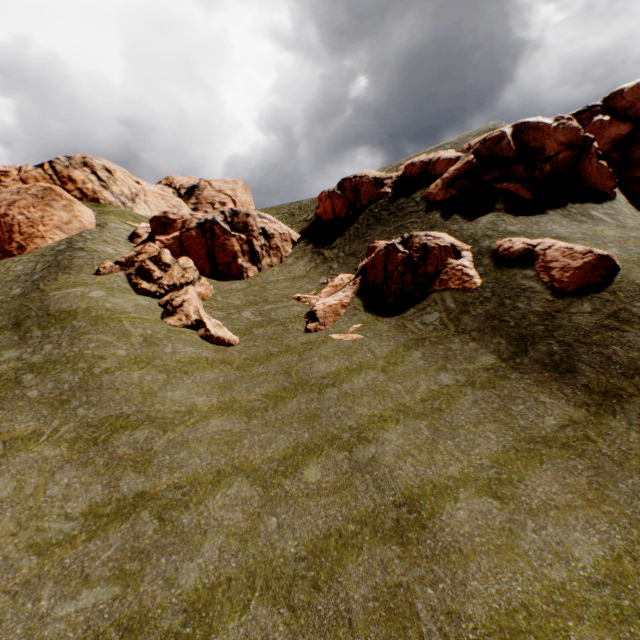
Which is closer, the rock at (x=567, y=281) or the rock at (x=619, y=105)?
the rock at (x=567, y=281)

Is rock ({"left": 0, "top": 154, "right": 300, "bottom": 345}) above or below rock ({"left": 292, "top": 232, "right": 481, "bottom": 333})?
above

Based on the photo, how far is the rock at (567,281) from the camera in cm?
1350

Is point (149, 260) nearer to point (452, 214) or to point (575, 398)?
Answer: point (452, 214)

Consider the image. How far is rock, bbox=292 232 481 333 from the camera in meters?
17.4

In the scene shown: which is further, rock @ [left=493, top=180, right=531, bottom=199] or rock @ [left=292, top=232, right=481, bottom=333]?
rock @ [left=493, top=180, right=531, bottom=199]

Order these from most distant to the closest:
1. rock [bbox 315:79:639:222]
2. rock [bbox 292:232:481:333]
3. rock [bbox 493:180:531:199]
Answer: rock [bbox 315:79:639:222] < rock [bbox 493:180:531:199] < rock [bbox 292:232:481:333]
